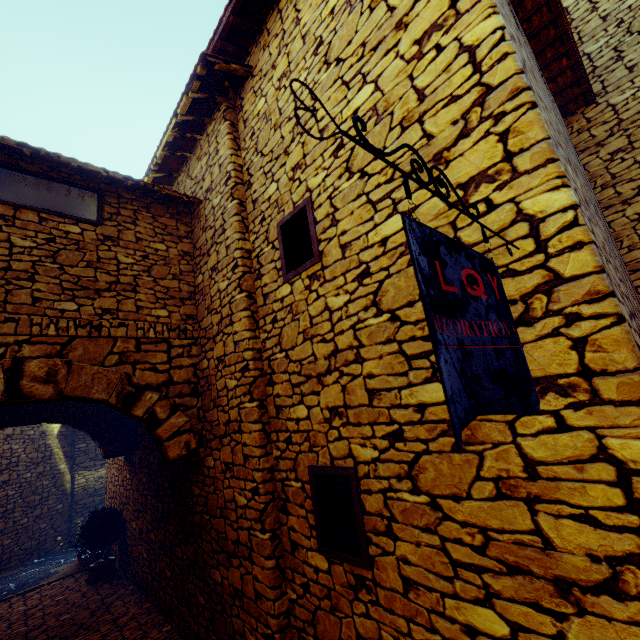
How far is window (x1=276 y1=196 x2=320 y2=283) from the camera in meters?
3.1 m

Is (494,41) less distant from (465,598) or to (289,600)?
(465,598)

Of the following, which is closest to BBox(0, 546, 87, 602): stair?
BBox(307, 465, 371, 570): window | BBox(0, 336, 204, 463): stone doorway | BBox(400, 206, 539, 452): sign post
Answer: BBox(0, 336, 204, 463): stone doorway

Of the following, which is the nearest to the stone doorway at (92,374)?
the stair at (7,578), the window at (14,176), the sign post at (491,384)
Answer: the window at (14,176)

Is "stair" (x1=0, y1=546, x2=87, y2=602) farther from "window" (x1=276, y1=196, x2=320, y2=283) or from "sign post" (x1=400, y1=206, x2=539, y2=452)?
"sign post" (x1=400, y1=206, x2=539, y2=452)

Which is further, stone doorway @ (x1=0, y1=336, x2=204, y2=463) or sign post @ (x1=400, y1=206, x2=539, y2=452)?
stone doorway @ (x1=0, y1=336, x2=204, y2=463)

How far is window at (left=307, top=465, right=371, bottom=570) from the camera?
2.4m

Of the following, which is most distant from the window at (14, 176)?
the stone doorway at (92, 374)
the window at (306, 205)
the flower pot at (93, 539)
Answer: the flower pot at (93, 539)
